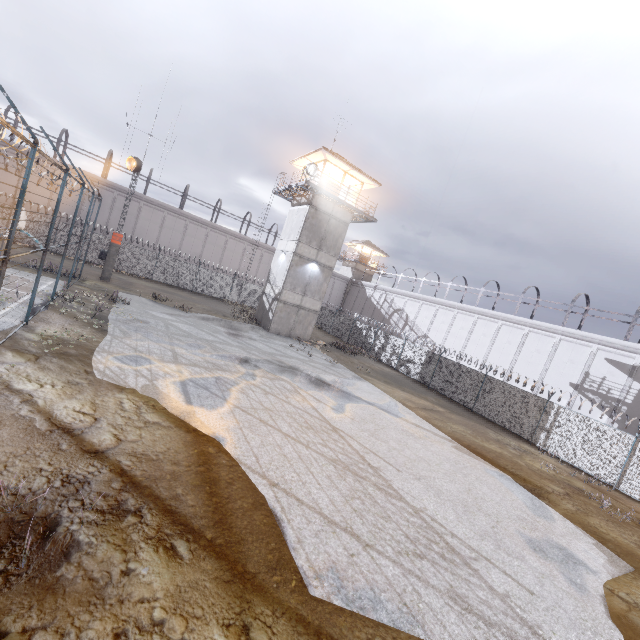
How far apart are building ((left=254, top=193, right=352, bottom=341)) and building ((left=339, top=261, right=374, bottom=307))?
23.6 meters

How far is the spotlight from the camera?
22.64m

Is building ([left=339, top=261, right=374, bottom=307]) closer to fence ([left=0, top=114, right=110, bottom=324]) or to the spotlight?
fence ([left=0, top=114, right=110, bottom=324])

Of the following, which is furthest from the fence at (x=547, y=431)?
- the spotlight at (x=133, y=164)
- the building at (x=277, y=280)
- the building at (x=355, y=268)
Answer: the building at (x=355, y=268)

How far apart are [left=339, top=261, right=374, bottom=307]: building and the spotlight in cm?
3368

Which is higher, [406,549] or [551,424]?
[551,424]

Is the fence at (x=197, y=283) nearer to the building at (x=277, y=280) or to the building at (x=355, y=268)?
the building at (x=277, y=280)

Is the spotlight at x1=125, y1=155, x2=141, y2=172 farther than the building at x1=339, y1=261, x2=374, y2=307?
No
